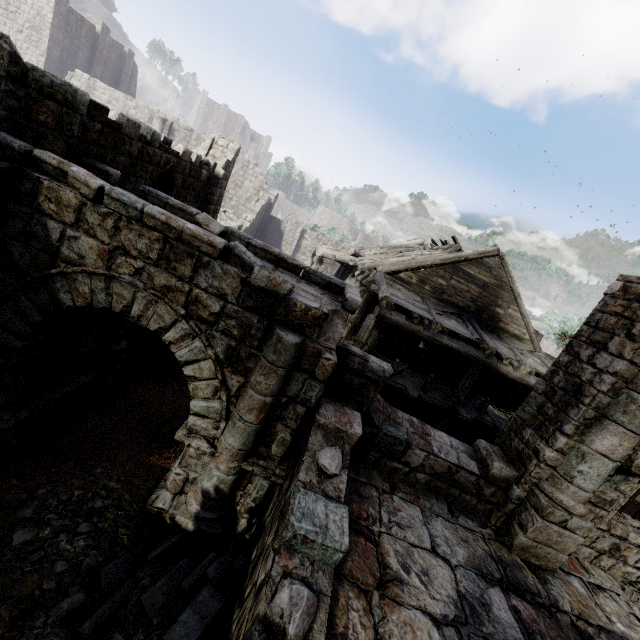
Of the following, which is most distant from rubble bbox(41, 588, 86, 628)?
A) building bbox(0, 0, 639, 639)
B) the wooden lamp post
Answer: the wooden lamp post

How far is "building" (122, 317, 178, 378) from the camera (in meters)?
9.14

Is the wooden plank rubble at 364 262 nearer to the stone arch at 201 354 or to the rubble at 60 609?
the stone arch at 201 354

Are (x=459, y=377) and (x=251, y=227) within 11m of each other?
no

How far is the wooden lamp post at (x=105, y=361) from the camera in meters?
7.8

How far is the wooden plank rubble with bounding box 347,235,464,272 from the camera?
13.91m

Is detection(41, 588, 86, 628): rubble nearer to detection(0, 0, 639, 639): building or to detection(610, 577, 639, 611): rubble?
detection(0, 0, 639, 639): building

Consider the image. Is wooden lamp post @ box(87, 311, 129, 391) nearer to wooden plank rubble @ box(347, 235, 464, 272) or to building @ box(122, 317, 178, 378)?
building @ box(122, 317, 178, 378)
